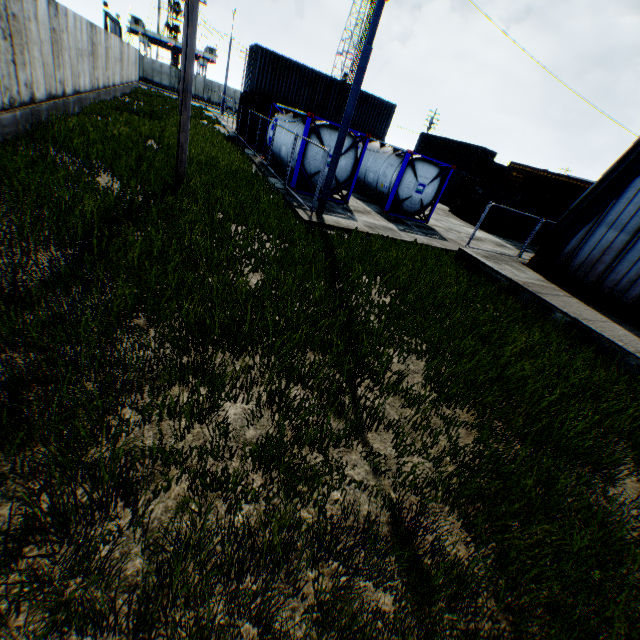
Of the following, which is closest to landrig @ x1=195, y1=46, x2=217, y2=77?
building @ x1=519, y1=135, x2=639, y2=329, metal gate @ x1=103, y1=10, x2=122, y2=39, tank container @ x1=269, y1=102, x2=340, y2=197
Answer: metal gate @ x1=103, y1=10, x2=122, y2=39

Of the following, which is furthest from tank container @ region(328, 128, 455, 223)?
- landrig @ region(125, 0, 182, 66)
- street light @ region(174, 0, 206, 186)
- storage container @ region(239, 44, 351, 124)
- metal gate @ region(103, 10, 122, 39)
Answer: landrig @ region(125, 0, 182, 66)

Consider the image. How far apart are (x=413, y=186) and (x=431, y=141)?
33.73m

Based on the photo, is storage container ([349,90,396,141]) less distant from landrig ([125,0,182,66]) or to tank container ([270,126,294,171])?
tank container ([270,126,294,171])

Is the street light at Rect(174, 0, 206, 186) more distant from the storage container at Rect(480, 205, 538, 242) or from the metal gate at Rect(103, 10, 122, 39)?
the metal gate at Rect(103, 10, 122, 39)

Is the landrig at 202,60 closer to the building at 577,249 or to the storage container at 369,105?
the storage container at 369,105

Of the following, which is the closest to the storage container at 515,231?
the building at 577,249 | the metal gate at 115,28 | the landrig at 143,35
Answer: the building at 577,249

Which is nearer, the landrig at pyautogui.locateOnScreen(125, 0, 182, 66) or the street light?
the street light
